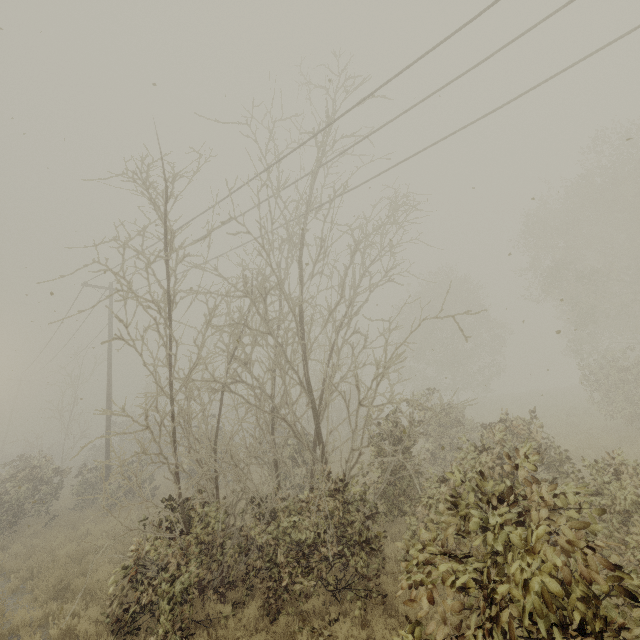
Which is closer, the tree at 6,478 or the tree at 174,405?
the tree at 174,405

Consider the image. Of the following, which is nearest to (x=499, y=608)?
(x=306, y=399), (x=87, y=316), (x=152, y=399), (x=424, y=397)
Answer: (x=306, y=399)

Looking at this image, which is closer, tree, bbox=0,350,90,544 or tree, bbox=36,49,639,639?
tree, bbox=36,49,639,639
